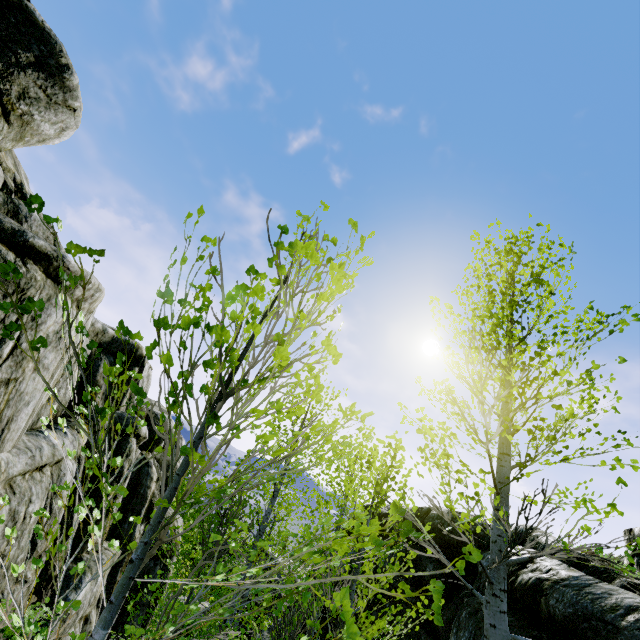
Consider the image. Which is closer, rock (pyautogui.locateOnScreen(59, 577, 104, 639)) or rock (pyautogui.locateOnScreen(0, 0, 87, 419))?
rock (pyautogui.locateOnScreen(0, 0, 87, 419))

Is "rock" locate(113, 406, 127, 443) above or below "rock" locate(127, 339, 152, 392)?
below

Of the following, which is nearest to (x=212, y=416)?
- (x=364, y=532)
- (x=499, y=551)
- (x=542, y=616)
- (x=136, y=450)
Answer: (x=364, y=532)

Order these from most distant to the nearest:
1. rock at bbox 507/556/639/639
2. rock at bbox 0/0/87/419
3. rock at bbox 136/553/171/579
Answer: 1. rock at bbox 136/553/171/579
2. rock at bbox 0/0/87/419
3. rock at bbox 507/556/639/639

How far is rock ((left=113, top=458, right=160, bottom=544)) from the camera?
15.2m

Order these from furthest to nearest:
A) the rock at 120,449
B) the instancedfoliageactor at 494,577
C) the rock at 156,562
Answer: the rock at 156,562, the rock at 120,449, the instancedfoliageactor at 494,577

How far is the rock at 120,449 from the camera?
13.96m
